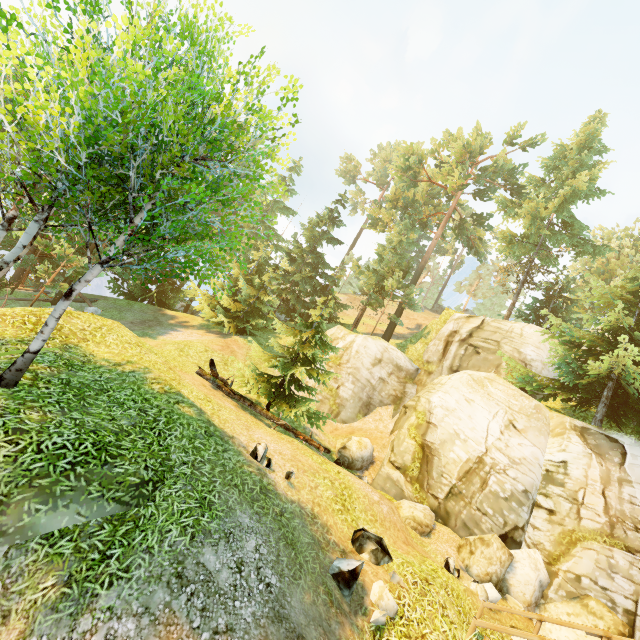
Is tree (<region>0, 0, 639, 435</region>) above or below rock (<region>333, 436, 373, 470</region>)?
above

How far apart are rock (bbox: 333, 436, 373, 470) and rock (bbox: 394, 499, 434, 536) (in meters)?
2.70

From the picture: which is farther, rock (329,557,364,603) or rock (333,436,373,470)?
rock (333,436,373,470)

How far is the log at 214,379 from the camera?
12.6 meters

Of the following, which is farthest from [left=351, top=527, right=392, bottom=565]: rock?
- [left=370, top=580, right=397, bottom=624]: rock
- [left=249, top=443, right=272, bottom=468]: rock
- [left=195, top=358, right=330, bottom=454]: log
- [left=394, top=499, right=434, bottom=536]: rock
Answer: [left=394, top=499, right=434, bottom=536]: rock

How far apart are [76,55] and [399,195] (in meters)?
33.41

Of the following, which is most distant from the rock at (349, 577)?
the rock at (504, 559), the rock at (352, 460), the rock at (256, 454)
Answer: the rock at (352, 460)

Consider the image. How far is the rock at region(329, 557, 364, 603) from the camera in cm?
640
